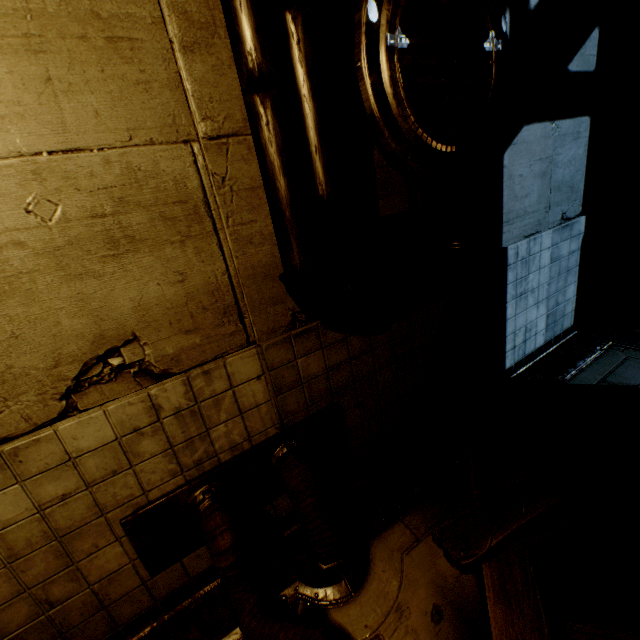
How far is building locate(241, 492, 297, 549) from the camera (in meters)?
2.68

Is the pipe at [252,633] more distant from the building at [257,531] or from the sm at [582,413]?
the sm at [582,413]

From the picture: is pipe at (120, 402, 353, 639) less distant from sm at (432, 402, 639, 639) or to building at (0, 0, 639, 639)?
building at (0, 0, 639, 639)

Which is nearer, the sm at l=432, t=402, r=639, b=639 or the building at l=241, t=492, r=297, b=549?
the sm at l=432, t=402, r=639, b=639

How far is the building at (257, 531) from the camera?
2.68m

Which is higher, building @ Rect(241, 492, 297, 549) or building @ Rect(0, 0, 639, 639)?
building @ Rect(0, 0, 639, 639)

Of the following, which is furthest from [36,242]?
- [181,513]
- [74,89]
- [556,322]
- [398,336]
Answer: [556,322]
